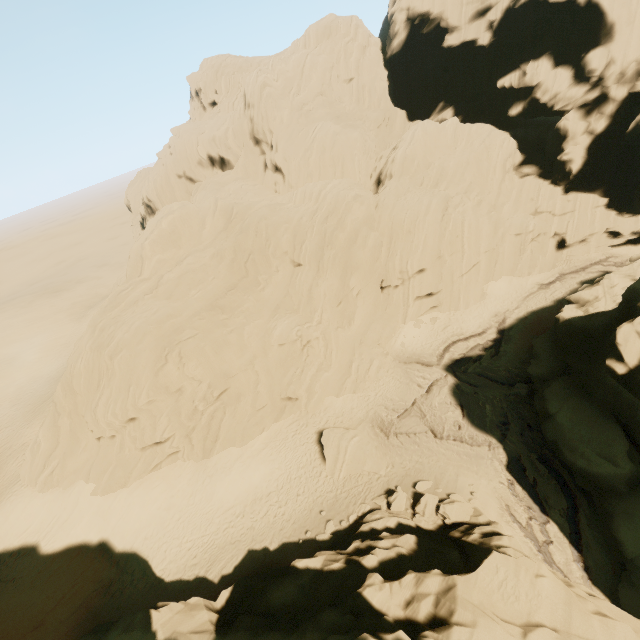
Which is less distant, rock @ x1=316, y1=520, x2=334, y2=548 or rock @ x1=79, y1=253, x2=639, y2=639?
rock @ x1=79, y1=253, x2=639, y2=639

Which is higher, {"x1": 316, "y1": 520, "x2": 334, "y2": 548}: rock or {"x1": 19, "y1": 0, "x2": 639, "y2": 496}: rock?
{"x1": 19, "y1": 0, "x2": 639, "y2": 496}: rock

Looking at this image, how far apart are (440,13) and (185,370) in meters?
46.8

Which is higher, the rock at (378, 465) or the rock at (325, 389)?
the rock at (325, 389)

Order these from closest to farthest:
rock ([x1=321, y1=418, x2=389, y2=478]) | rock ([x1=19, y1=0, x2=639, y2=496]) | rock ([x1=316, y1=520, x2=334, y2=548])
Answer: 1. rock ([x1=316, y1=520, x2=334, y2=548])
2. rock ([x1=321, y1=418, x2=389, y2=478])
3. rock ([x1=19, y1=0, x2=639, y2=496])
